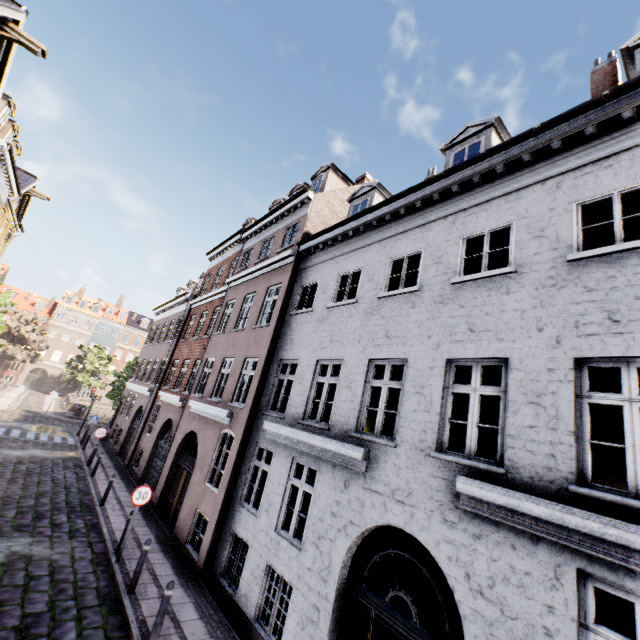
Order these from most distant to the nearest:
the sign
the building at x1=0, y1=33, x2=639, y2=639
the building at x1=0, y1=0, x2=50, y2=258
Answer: the building at x1=0, y1=0, x2=50, y2=258, the sign, the building at x1=0, y1=33, x2=639, y2=639

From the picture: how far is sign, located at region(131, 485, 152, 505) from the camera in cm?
909

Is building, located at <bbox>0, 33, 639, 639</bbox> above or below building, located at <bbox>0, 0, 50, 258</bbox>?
below

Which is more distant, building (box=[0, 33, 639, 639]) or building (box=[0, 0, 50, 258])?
building (box=[0, 0, 50, 258])

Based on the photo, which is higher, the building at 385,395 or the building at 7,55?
the building at 7,55

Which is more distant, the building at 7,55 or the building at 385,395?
the building at 7,55

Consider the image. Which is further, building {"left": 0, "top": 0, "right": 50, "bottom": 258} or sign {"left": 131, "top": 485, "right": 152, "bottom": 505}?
building {"left": 0, "top": 0, "right": 50, "bottom": 258}

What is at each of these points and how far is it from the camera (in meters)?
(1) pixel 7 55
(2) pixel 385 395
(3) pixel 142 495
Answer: (1) building, 12.02
(2) building, 7.08
(3) sign, 9.23
